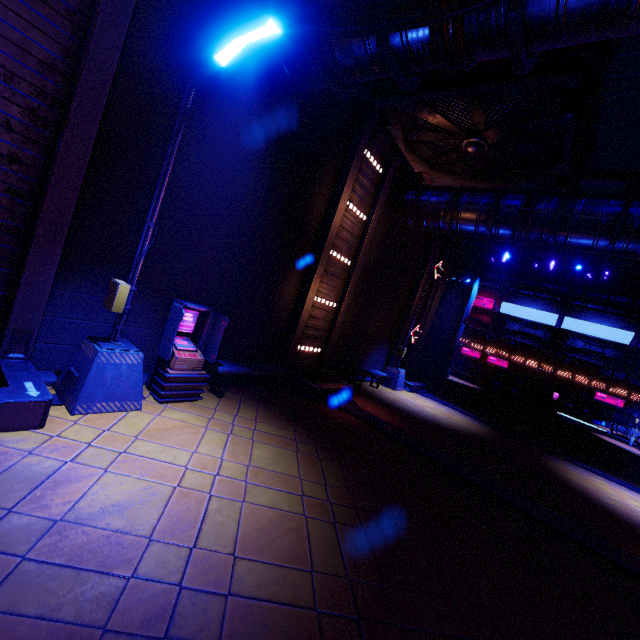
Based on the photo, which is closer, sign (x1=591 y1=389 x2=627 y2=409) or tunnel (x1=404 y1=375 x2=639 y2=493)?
tunnel (x1=404 y1=375 x2=639 y2=493)

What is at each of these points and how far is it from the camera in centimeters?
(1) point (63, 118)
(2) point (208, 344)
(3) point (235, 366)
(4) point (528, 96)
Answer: (1) tunnel, 479cm
(2) atm, 709cm
(3) bench, 776cm
(4) vent, 657cm

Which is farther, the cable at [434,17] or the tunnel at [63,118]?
the tunnel at [63,118]

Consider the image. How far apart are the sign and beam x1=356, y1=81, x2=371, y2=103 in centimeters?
4293cm

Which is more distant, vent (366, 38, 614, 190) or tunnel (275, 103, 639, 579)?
tunnel (275, 103, 639, 579)

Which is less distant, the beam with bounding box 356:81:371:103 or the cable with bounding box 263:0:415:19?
the cable with bounding box 263:0:415:19

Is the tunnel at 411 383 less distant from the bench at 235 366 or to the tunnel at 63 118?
the bench at 235 366

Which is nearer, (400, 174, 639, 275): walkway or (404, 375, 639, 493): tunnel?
(400, 174, 639, 275): walkway
